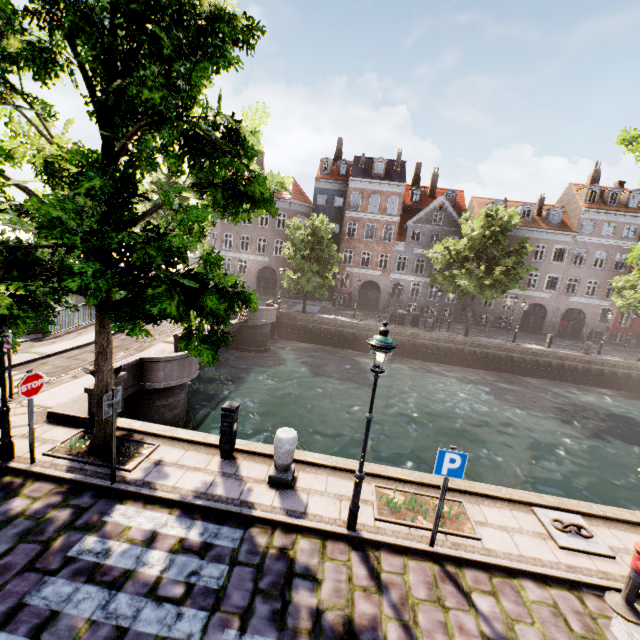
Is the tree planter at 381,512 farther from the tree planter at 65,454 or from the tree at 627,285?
the tree planter at 65,454

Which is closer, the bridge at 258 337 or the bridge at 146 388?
the bridge at 146 388

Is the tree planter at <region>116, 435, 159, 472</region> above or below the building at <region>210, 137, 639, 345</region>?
below

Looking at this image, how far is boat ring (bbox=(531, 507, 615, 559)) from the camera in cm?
604

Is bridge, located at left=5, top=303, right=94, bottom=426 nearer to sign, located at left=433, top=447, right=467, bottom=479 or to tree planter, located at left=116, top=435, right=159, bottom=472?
tree planter, located at left=116, top=435, right=159, bottom=472

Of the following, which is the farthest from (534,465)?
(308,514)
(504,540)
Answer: (308,514)

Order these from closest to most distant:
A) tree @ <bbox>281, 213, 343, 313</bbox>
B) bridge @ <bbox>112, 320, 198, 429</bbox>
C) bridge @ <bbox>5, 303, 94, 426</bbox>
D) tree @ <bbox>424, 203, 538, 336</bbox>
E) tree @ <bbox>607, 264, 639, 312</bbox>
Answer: bridge @ <bbox>5, 303, 94, 426</bbox>, bridge @ <bbox>112, 320, 198, 429</bbox>, tree @ <bbox>424, 203, 538, 336</bbox>, tree @ <bbox>607, 264, 639, 312</bbox>, tree @ <bbox>281, 213, 343, 313</bbox>

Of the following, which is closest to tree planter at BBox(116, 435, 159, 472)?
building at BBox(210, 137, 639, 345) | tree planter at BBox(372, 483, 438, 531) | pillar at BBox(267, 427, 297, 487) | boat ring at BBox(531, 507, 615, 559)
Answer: pillar at BBox(267, 427, 297, 487)
